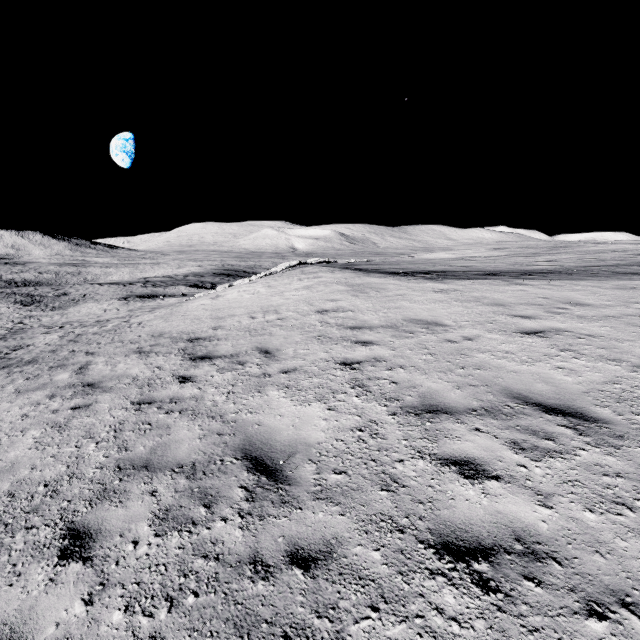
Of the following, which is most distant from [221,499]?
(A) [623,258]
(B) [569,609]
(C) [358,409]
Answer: (A) [623,258]
